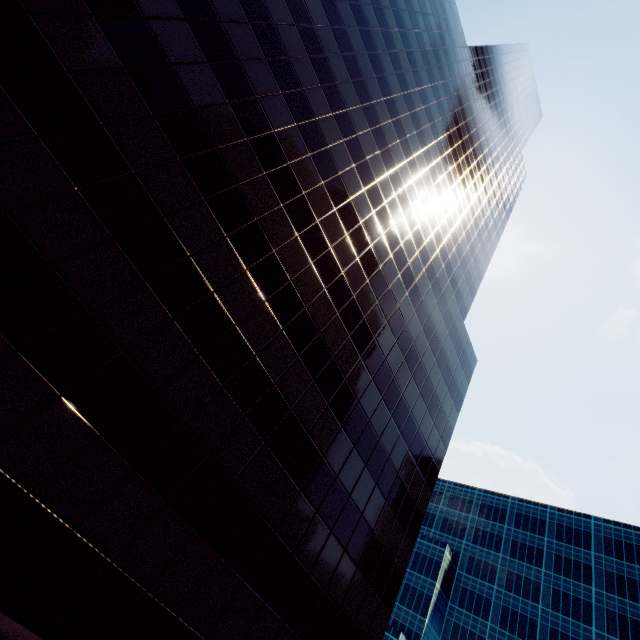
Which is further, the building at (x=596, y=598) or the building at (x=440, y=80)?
the building at (x=596, y=598)

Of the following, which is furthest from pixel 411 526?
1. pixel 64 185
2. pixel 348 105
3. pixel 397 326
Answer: pixel 348 105

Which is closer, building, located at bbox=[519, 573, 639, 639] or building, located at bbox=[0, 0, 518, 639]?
building, located at bbox=[0, 0, 518, 639]
